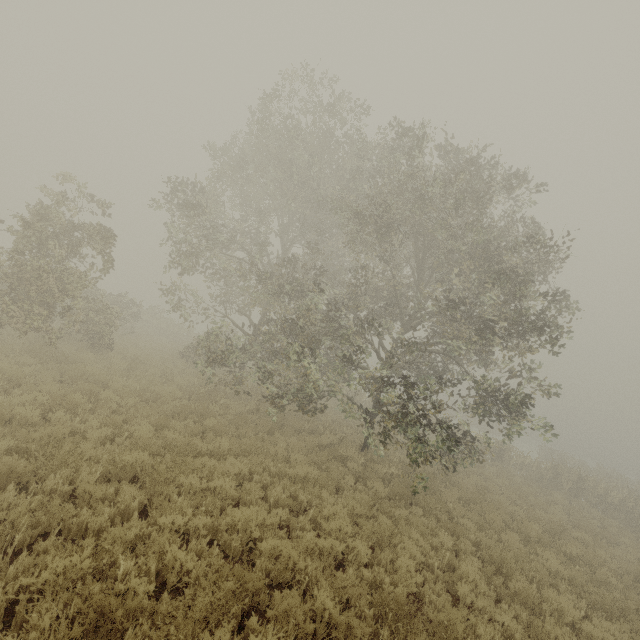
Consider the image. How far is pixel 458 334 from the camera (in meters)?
9.45
